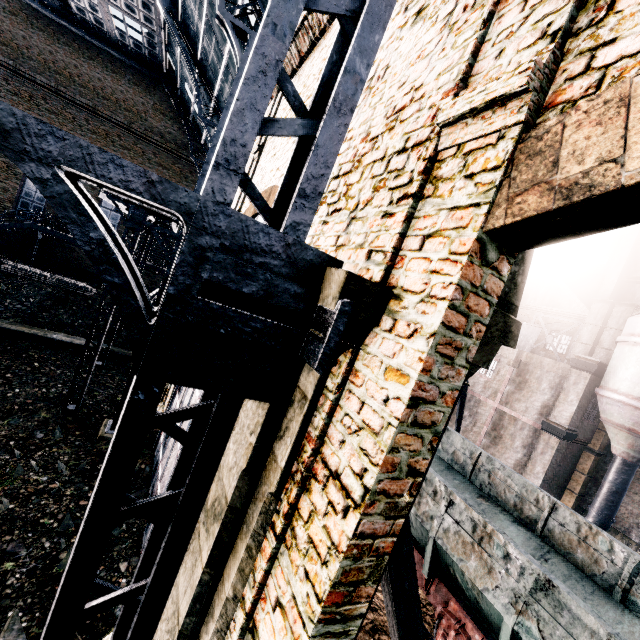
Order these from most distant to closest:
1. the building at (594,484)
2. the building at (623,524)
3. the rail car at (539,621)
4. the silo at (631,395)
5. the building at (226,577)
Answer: the building at (594,484) < the building at (623,524) < the silo at (631,395) < the rail car at (539,621) < the building at (226,577)

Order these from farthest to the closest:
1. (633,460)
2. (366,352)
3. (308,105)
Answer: (633,460) → (308,105) → (366,352)

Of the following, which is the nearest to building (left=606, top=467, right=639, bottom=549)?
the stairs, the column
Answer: the column

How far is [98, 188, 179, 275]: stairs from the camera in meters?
13.9

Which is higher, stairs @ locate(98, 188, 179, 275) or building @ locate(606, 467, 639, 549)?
stairs @ locate(98, 188, 179, 275)

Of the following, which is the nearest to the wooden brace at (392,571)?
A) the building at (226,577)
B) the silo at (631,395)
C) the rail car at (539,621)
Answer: the building at (226,577)

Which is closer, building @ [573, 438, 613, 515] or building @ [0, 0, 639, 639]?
building @ [0, 0, 639, 639]

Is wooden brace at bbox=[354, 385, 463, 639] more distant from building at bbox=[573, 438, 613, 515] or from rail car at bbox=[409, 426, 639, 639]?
rail car at bbox=[409, 426, 639, 639]
